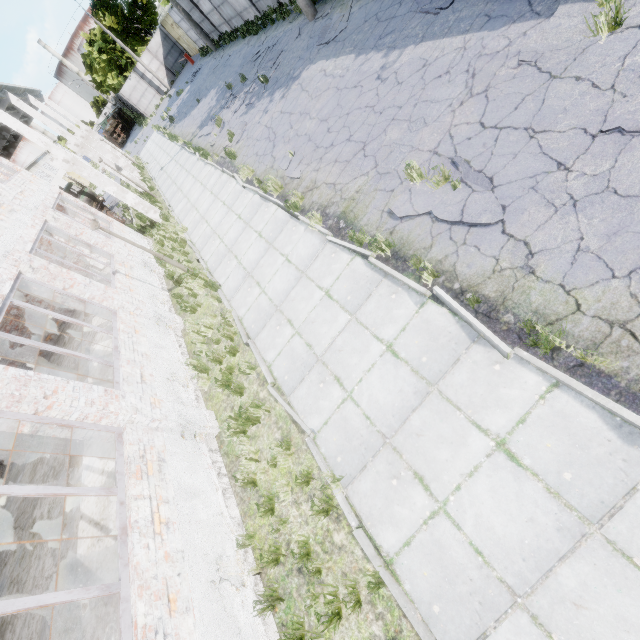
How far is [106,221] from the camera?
15.43m

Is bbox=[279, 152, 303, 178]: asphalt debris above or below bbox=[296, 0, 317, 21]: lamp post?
below

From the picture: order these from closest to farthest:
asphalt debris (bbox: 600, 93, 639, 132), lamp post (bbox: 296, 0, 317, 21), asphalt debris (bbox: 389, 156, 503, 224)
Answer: asphalt debris (bbox: 600, 93, 639, 132) → asphalt debris (bbox: 389, 156, 503, 224) → lamp post (bbox: 296, 0, 317, 21)

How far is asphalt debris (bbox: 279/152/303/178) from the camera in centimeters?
933cm

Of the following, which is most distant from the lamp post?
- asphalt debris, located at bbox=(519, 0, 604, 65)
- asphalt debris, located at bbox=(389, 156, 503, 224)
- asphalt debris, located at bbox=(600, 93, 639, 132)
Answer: asphalt debris, located at bbox=(600, 93, 639, 132)

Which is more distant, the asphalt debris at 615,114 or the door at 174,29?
the door at 174,29

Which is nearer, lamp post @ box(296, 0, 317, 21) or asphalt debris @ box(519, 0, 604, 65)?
asphalt debris @ box(519, 0, 604, 65)

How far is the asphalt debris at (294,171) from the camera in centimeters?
933cm
